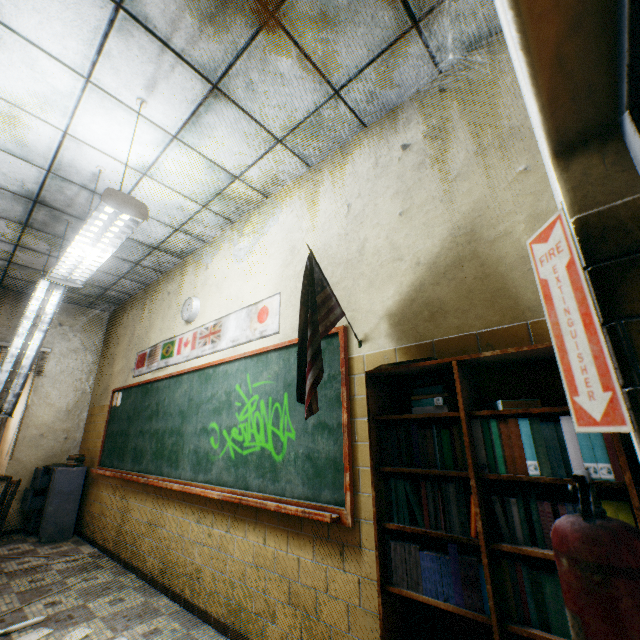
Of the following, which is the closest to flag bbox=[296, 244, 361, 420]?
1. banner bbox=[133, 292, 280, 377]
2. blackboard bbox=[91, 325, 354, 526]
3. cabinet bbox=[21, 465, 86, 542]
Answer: blackboard bbox=[91, 325, 354, 526]

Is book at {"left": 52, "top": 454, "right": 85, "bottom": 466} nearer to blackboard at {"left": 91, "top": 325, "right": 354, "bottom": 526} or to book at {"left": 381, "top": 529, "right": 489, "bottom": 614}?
blackboard at {"left": 91, "top": 325, "right": 354, "bottom": 526}

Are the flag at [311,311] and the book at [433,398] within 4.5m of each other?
yes

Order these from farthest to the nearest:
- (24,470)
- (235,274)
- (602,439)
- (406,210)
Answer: (24,470) < (235,274) < (406,210) < (602,439)

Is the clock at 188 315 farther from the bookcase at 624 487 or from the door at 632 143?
the door at 632 143

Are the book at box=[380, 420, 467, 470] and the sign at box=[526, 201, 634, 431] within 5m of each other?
yes

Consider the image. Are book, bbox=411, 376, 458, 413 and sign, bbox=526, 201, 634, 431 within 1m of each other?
yes

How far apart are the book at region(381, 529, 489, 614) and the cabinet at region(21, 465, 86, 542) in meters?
5.7 m
